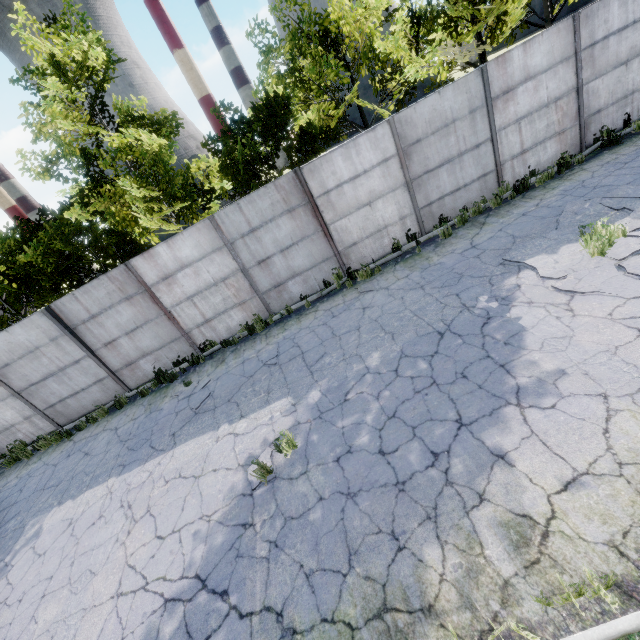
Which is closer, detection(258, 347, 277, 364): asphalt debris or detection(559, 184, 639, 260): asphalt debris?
detection(559, 184, 639, 260): asphalt debris

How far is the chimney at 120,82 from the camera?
58.9m

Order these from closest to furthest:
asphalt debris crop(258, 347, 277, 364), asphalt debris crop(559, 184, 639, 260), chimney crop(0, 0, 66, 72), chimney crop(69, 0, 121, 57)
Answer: asphalt debris crop(559, 184, 639, 260)
asphalt debris crop(258, 347, 277, 364)
chimney crop(0, 0, 66, 72)
chimney crop(69, 0, 121, 57)

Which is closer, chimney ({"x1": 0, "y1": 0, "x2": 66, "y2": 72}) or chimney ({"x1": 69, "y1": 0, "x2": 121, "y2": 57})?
chimney ({"x1": 0, "y1": 0, "x2": 66, "y2": 72})

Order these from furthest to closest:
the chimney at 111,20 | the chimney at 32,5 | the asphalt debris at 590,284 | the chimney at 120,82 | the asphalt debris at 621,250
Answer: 1. the chimney at 120,82
2. the chimney at 111,20
3. the chimney at 32,5
4. the asphalt debris at 621,250
5. the asphalt debris at 590,284

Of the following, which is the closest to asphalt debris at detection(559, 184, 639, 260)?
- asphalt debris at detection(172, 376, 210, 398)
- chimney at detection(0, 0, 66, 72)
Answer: asphalt debris at detection(172, 376, 210, 398)

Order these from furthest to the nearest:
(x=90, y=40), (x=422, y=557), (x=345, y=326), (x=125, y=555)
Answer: (x=90, y=40)
(x=345, y=326)
(x=125, y=555)
(x=422, y=557)

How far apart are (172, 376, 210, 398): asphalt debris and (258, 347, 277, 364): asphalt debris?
1.61m
